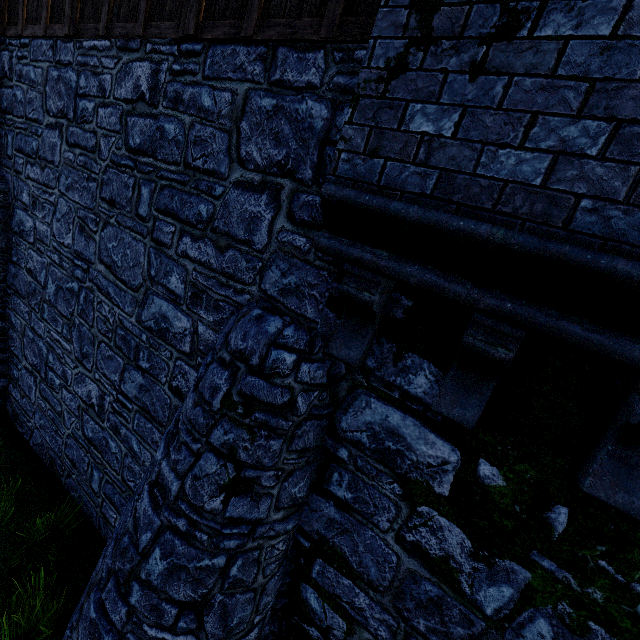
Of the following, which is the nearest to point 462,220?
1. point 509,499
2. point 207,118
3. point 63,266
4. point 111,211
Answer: point 509,499
